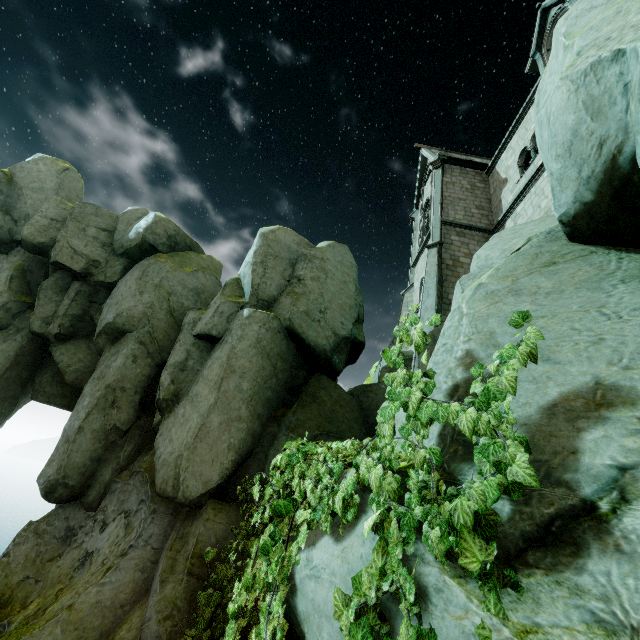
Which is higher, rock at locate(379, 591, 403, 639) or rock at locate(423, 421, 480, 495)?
rock at locate(423, 421, 480, 495)

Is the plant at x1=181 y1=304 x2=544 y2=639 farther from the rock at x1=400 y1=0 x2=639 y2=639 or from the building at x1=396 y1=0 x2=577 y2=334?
the building at x1=396 y1=0 x2=577 y2=334

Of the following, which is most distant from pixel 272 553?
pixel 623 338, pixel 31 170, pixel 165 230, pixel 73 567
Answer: pixel 31 170

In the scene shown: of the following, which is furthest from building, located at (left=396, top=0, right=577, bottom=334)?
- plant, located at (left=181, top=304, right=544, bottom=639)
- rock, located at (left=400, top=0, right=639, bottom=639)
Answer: plant, located at (left=181, top=304, right=544, bottom=639)

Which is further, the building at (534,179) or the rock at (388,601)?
the building at (534,179)

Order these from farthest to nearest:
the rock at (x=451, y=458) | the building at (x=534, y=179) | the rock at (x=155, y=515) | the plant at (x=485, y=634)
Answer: the building at (x=534, y=179), the rock at (x=155, y=515), the rock at (x=451, y=458), the plant at (x=485, y=634)

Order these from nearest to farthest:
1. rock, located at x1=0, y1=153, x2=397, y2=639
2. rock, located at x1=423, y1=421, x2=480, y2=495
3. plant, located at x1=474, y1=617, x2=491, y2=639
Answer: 1. plant, located at x1=474, y1=617, x2=491, y2=639
2. rock, located at x1=423, y1=421, x2=480, y2=495
3. rock, located at x1=0, y1=153, x2=397, y2=639
